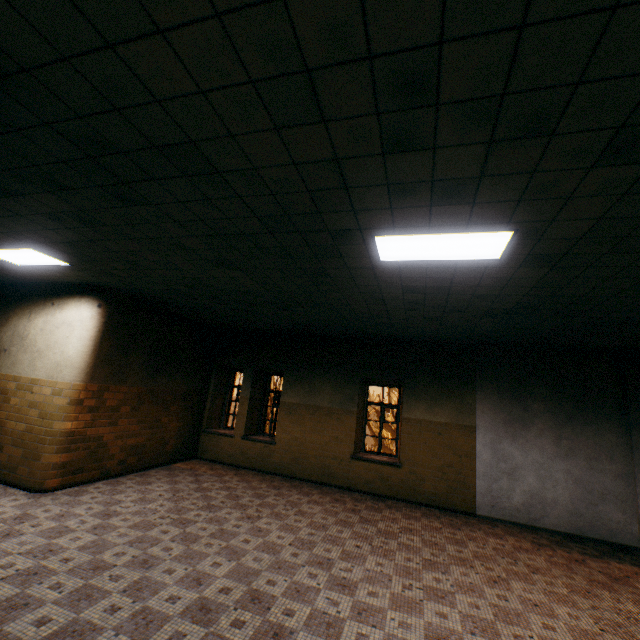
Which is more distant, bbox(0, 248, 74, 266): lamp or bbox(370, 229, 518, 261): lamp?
bbox(0, 248, 74, 266): lamp

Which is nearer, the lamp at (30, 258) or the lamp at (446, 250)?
the lamp at (446, 250)

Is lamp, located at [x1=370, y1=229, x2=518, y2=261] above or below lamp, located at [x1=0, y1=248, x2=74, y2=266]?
below

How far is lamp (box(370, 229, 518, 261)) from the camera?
3.1 meters

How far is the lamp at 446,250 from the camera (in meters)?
3.10

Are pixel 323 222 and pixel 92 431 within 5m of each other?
no
